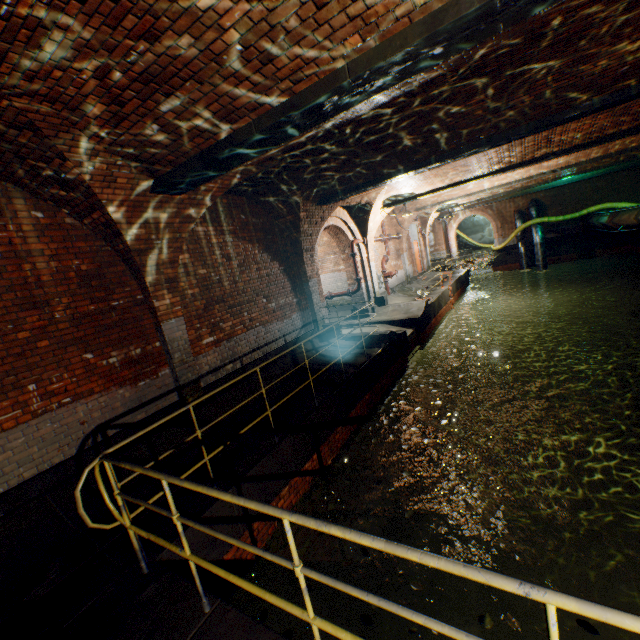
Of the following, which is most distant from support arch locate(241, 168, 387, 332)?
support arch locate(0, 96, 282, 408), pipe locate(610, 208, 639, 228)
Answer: pipe locate(610, 208, 639, 228)

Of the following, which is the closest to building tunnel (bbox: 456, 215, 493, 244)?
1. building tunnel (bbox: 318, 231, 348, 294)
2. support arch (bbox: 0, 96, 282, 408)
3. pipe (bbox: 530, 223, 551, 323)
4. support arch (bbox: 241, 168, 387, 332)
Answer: pipe (bbox: 530, 223, 551, 323)

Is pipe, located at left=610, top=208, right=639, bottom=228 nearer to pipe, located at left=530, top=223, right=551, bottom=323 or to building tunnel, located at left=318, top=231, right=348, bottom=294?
pipe, located at left=530, top=223, right=551, bottom=323

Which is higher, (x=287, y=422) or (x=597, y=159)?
(x=597, y=159)

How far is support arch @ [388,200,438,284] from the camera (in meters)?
16.99

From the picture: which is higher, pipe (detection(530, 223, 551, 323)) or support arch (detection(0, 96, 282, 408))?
support arch (detection(0, 96, 282, 408))

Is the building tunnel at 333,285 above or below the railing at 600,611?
above

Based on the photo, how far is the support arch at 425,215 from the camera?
17.0m
